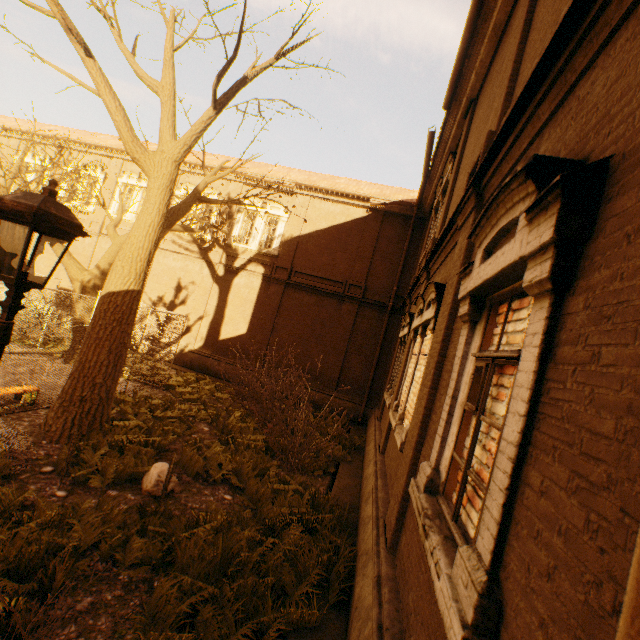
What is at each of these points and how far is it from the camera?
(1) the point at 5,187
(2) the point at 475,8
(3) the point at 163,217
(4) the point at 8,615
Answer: (1) tree, 11.18m
(2) gutter, 6.59m
(3) tree, 7.87m
(4) instancedfoliageactor, 3.04m

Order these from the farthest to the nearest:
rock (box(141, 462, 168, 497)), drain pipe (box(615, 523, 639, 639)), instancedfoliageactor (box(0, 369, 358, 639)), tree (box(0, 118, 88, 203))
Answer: tree (box(0, 118, 88, 203)) < rock (box(141, 462, 168, 497)) < instancedfoliageactor (box(0, 369, 358, 639)) < drain pipe (box(615, 523, 639, 639))

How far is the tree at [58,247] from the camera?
12.1m

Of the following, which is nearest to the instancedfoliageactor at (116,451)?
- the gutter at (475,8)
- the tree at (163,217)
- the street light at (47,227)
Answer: the street light at (47,227)

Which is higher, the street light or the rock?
the street light

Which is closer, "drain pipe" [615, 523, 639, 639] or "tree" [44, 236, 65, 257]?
"drain pipe" [615, 523, 639, 639]

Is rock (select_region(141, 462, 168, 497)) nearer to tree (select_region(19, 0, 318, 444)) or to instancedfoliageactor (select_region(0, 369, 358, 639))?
instancedfoliageactor (select_region(0, 369, 358, 639))

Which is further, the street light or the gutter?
the gutter
